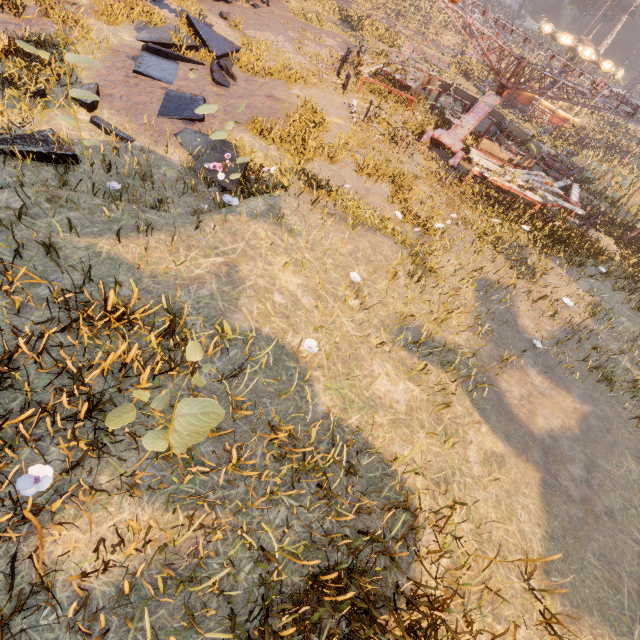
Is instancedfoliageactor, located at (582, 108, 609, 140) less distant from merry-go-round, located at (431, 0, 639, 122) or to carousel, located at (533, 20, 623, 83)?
carousel, located at (533, 20, 623, 83)

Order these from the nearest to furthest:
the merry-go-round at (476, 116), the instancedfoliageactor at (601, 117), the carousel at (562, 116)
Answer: the merry-go-round at (476, 116), the carousel at (562, 116), the instancedfoliageactor at (601, 117)

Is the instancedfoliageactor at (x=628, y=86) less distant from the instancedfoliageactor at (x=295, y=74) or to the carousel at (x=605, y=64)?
the carousel at (x=605, y=64)

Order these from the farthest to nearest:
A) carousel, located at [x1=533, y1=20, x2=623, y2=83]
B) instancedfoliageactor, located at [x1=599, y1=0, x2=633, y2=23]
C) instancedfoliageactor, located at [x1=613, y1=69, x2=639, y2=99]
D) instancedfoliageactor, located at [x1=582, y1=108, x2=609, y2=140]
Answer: instancedfoliageactor, located at [x1=613, y1=69, x2=639, y2=99] < instancedfoliageactor, located at [x1=599, y1=0, x2=633, y2=23] < instancedfoliageactor, located at [x1=582, y1=108, x2=609, y2=140] < carousel, located at [x1=533, y1=20, x2=623, y2=83]

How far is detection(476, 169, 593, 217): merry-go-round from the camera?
11.70m

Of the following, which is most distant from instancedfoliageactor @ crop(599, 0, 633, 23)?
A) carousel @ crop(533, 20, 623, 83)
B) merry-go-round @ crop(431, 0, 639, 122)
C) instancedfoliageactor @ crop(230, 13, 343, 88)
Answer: instancedfoliageactor @ crop(230, 13, 343, 88)

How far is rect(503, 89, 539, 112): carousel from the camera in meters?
26.8

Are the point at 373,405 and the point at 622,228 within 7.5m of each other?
no
